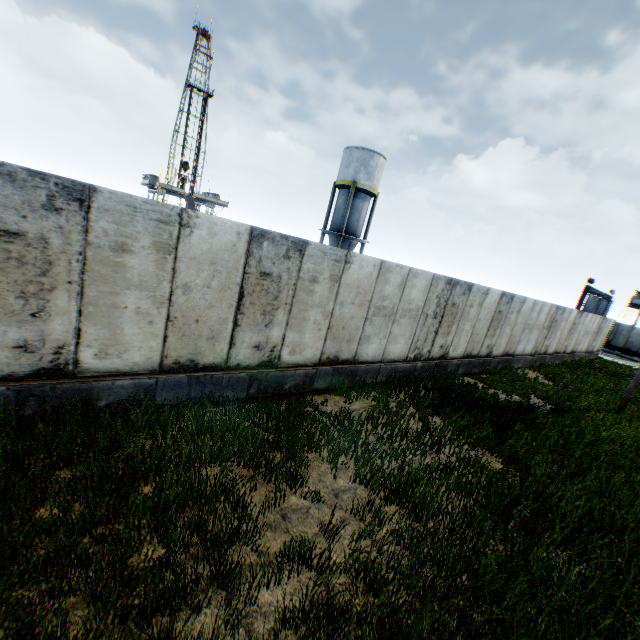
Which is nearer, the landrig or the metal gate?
the metal gate

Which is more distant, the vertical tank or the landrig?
the landrig

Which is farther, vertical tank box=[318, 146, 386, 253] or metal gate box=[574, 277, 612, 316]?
metal gate box=[574, 277, 612, 316]

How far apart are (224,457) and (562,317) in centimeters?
2062cm

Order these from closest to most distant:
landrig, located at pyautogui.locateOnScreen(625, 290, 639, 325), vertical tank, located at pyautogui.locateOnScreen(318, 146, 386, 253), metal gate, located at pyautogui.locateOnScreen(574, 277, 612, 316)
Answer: vertical tank, located at pyautogui.locateOnScreen(318, 146, 386, 253), metal gate, located at pyautogui.locateOnScreen(574, 277, 612, 316), landrig, located at pyautogui.locateOnScreen(625, 290, 639, 325)

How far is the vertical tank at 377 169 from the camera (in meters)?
28.56

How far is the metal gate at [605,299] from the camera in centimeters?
3161cm

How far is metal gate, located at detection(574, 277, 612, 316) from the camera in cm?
3161
